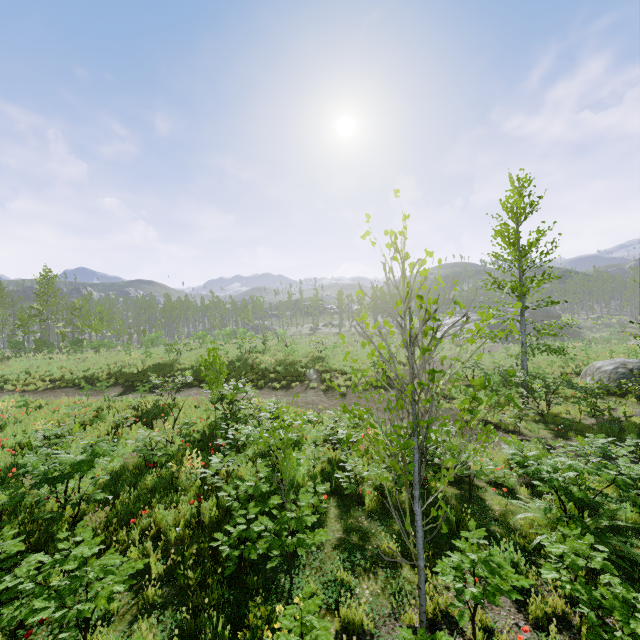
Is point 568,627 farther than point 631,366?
No

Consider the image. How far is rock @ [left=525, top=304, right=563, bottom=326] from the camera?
55.8 meters

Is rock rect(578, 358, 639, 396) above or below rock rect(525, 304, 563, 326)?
below

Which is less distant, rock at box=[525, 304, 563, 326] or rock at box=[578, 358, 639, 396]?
rock at box=[578, 358, 639, 396]

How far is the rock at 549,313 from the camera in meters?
55.8 m

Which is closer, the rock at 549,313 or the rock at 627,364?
the rock at 627,364
